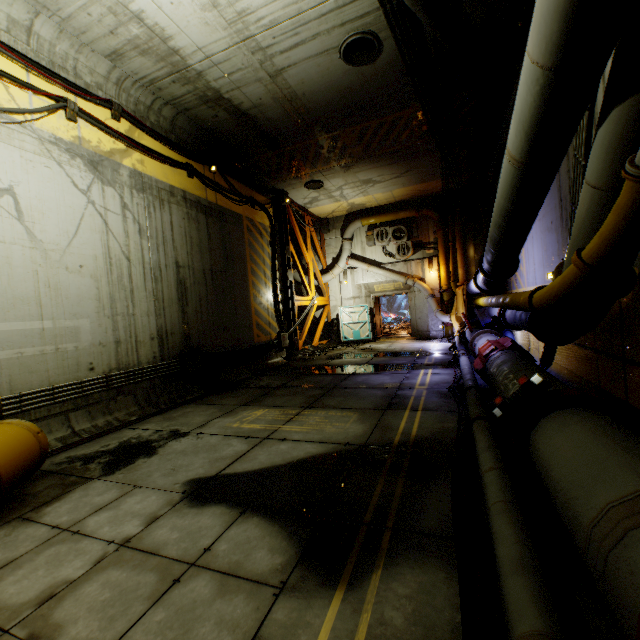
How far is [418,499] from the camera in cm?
291

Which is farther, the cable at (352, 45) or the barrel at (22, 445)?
the cable at (352, 45)

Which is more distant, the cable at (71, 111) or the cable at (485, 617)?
the cable at (71, 111)

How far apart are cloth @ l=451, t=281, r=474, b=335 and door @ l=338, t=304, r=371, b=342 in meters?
4.2 m

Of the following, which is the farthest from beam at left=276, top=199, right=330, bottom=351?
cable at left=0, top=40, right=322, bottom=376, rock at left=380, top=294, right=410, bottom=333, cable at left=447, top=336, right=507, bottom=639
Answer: cable at left=447, top=336, right=507, bottom=639

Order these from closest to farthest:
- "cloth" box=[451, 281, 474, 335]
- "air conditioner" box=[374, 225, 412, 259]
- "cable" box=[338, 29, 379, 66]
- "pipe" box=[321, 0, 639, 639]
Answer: "pipe" box=[321, 0, 639, 639]
"cable" box=[338, 29, 379, 66]
"cloth" box=[451, 281, 474, 335]
"air conditioner" box=[374, 225, 412, 259]

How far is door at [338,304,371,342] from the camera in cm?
1695

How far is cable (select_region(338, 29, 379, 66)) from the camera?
6.2m
